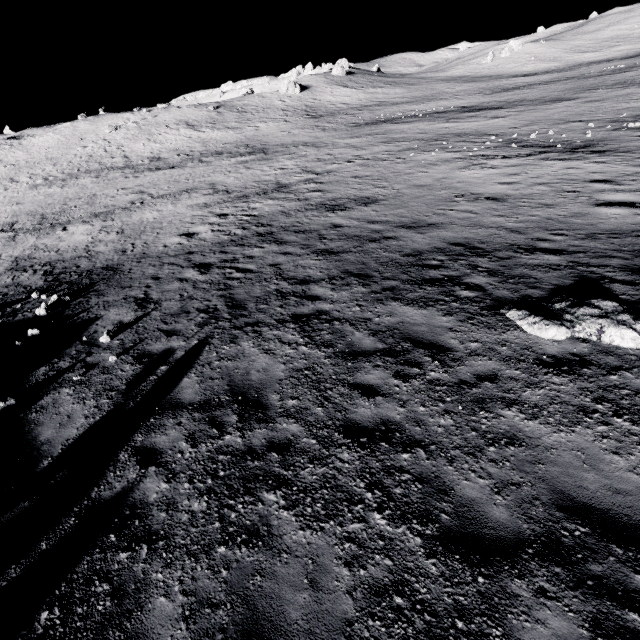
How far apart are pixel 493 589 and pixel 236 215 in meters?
19.5 m
